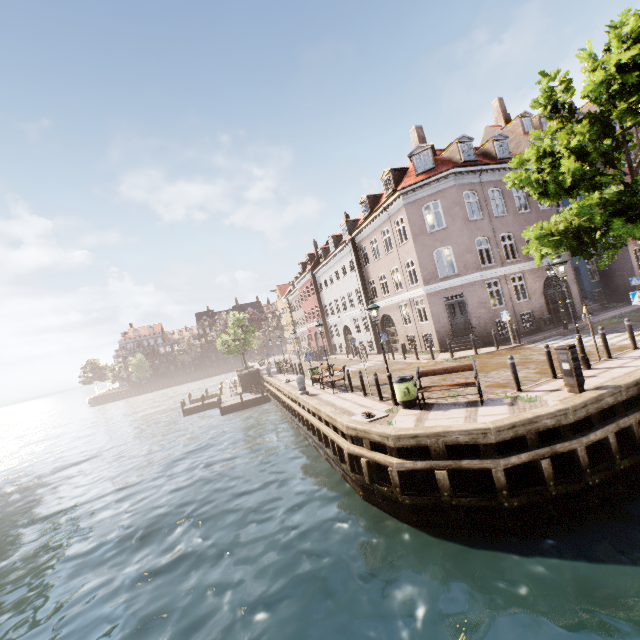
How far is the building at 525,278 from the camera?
19.8 meters

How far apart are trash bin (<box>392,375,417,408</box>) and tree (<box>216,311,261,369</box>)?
27.5 meters

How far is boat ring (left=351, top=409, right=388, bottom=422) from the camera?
10.1 meters

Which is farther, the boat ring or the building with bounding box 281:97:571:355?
the building with bounding box 281:97:571:355

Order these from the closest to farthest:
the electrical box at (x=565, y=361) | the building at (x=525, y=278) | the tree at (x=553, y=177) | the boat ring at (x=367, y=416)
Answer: the electrical box at (x=565, y=361), the tree at (x=553, y=177), the boat ring at (x=367, y=416), the building at (x=525, y=278)

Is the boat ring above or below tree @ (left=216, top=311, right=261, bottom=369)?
below

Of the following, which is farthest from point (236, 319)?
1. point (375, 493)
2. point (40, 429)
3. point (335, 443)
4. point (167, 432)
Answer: point (40, 429)

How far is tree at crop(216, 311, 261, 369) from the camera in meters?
35.8
